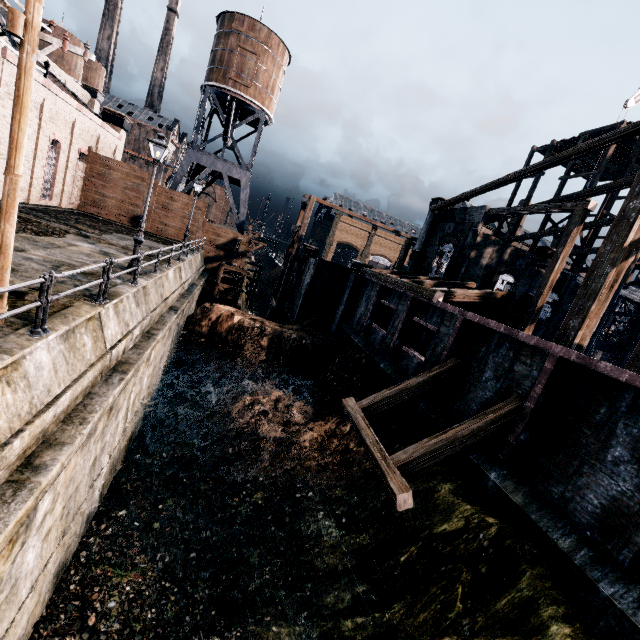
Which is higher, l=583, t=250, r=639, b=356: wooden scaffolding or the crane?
l=583, t=250, r=639, b=356: wooden scaffolding

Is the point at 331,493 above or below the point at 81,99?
below

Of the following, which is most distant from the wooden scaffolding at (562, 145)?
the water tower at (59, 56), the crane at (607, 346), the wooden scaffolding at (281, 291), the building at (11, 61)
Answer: the water tower at (59, 56)

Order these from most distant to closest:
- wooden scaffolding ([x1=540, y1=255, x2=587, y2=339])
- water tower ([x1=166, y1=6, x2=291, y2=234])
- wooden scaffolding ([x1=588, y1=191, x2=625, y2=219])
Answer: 1. water tower ([x1=166, y1=6, x2=291, y2=234])
2. wooden scaffolding ([x1=540, y1=255, x2=587, y2=339])
3. wooden scaffolding ([x1=588, y1=191, x2=625, y2=219])

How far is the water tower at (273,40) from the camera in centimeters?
3139cm

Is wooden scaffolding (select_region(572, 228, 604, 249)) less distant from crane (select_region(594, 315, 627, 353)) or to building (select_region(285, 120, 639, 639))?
building (select_region(285, 120, 639, 639))

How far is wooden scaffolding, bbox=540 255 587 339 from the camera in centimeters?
2767cm
